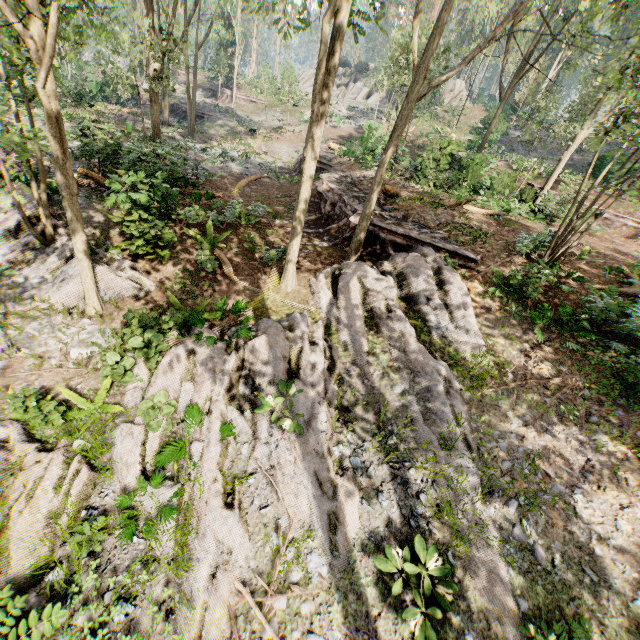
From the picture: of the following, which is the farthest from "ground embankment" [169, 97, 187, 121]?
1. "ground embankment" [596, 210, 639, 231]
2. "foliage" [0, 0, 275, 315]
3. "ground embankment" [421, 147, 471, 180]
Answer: "ground embankment" [596, 210, 639, 231]

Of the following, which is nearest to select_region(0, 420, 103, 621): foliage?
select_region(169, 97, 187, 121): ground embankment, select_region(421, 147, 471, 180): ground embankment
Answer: select_region(169, 97, 187, 121): ground embankment

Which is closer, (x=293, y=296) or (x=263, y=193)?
(x=293, y=296)

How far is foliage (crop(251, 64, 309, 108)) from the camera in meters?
31.0 m

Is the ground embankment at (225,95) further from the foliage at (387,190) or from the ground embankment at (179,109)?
the ground embankment at (179,109)

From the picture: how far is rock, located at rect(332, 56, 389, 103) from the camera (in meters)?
48.81

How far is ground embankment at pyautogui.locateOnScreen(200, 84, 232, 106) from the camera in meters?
44.0

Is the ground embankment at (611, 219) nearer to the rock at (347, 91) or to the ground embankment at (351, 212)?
the ground embankment at (351, 212)
